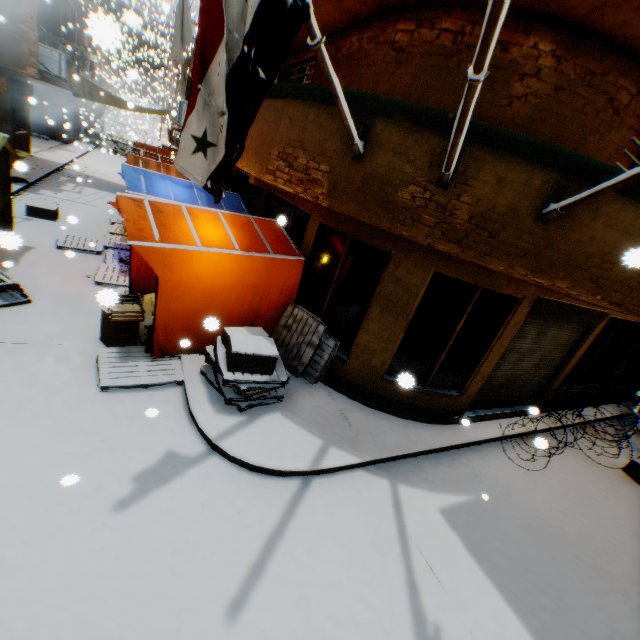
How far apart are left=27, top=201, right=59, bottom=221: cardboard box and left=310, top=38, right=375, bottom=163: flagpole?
8.87m

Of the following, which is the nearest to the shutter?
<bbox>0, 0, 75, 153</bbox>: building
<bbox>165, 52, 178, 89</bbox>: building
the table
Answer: <bbox>0, 0, 75, 153</bbox>: building

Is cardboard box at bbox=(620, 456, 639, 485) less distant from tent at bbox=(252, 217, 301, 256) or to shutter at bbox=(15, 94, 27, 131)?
tent at bbox=(252, 217, 301, 256)

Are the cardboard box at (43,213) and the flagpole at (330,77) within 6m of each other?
no

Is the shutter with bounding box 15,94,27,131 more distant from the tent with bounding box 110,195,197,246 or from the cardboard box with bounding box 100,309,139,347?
the cardboard box with bounding box 100,309,139,347

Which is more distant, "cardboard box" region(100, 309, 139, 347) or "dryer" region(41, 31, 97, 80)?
"dryer" region(41, 31, 97, 80)

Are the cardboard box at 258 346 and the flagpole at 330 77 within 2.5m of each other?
yes

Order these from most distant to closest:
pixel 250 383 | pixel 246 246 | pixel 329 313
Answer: pixel 329 313
pixel 246 246
pixel 250 383
